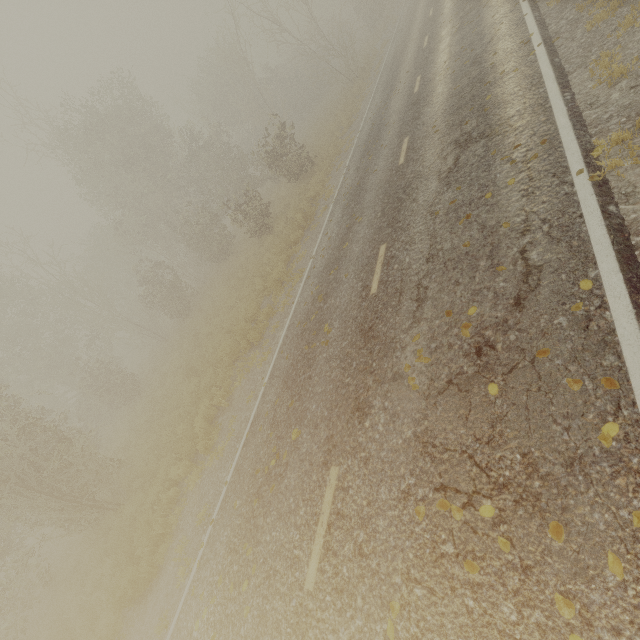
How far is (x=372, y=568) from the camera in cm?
367

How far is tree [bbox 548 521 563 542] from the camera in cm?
268

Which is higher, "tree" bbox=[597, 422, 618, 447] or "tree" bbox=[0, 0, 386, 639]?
"tree" bbox=[0, 0, 386, 639]

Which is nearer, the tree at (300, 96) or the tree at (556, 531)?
the tree at (556, 531)

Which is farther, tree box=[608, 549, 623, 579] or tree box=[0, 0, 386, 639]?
tree box=[0, 0, 386, 639]

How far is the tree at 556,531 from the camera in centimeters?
268cm
